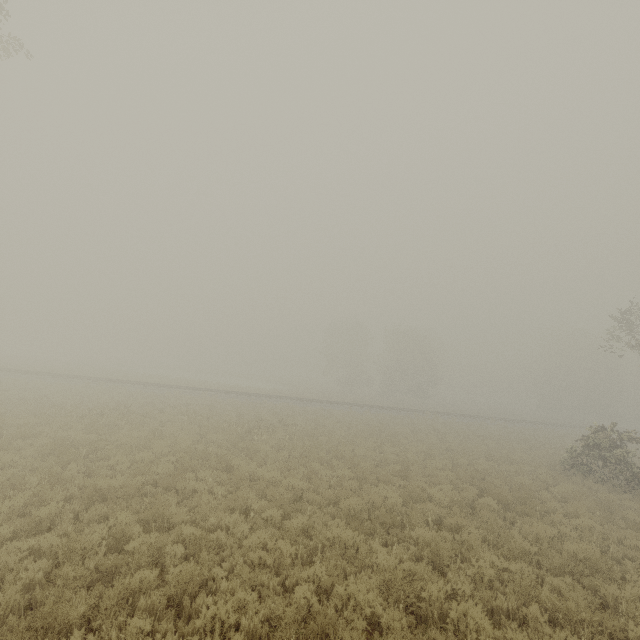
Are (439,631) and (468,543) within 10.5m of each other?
yes
